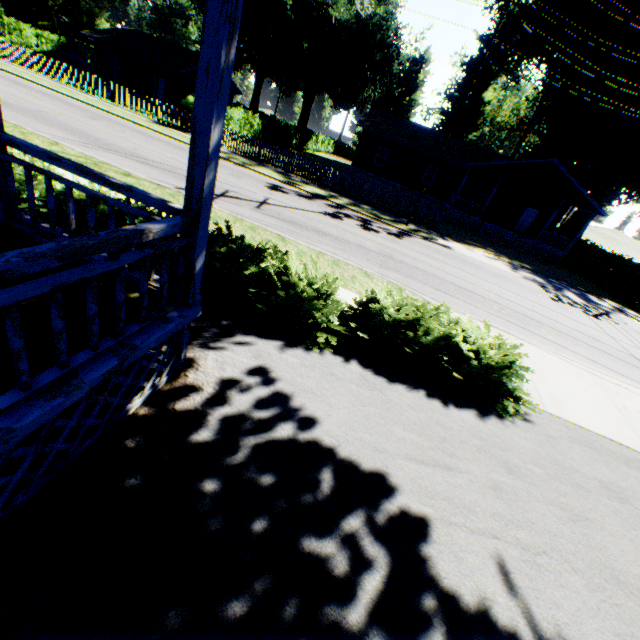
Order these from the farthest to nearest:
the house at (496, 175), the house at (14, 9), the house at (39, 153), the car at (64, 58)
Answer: the house at (14, 9)
the car at (64, 58)
the house at (496, 175)
the house at (39, 153)

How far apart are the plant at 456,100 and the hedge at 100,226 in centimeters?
Answer: 5776cm

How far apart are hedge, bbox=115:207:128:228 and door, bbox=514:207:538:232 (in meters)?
33.58

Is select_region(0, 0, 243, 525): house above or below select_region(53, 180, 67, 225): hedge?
above

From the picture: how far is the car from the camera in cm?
2708

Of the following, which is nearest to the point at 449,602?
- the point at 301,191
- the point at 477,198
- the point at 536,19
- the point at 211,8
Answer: the point at 211,8

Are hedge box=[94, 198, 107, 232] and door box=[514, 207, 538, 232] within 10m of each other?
no

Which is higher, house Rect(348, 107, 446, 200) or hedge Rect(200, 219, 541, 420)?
house Rect(348, 107, 446, 200)
